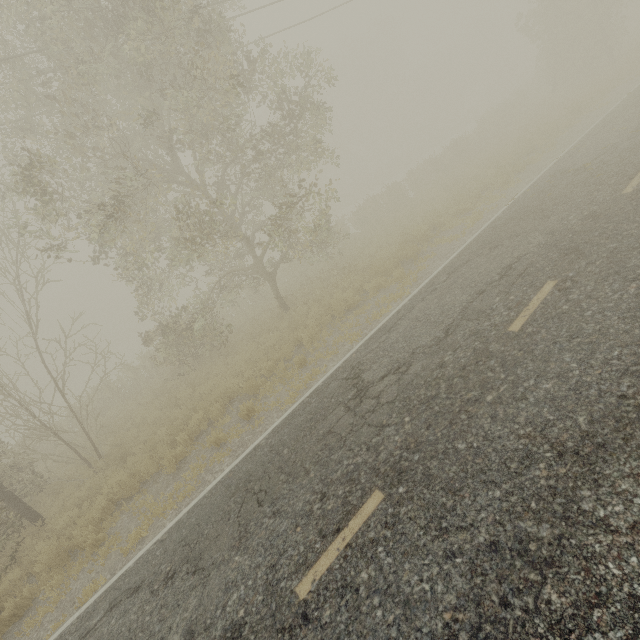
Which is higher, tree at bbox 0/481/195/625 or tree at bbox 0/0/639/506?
tree at bbox 0/0/639/506

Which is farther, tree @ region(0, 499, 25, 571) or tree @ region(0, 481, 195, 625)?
tree @ region(0, 499, 25, 571)

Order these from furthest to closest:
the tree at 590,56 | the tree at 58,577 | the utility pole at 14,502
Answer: the utility pole at 14,502 → the tree at 590,56 → the tree at 58,577

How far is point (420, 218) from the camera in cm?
1600

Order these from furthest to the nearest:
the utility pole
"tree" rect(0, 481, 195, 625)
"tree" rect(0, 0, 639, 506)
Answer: the utility pole → "tree" rect(0, 0, 639, 506) → "tree" rect(0, 481, 195, 625)

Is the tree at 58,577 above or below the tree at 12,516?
below
